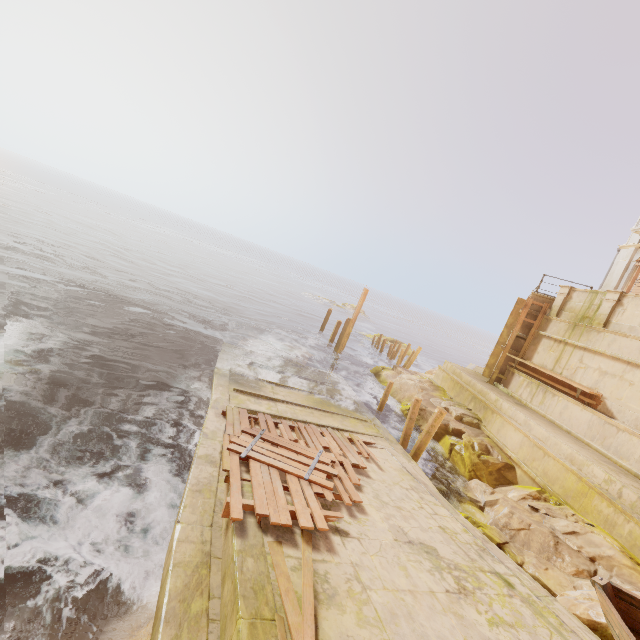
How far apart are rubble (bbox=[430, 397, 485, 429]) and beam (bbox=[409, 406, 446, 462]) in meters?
3.1 m

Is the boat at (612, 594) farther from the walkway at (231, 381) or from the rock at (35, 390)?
the rock at (35, 390)

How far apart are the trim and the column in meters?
2.3

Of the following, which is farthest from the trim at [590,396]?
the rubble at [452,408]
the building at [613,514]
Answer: the rubble at [452,408]

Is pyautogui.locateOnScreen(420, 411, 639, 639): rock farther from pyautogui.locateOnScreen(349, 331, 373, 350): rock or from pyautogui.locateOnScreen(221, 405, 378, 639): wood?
pyautogui.locateOnScreen(349, 331, 373, 350): rock

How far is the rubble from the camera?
14.0 meters

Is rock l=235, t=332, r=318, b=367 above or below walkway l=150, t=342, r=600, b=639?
below

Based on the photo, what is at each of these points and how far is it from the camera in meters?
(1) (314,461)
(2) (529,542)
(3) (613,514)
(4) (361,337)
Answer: (1) wood, 7.8
(2) rock, 8.2
(3) building, 8.3
(4) rock, 36.5
